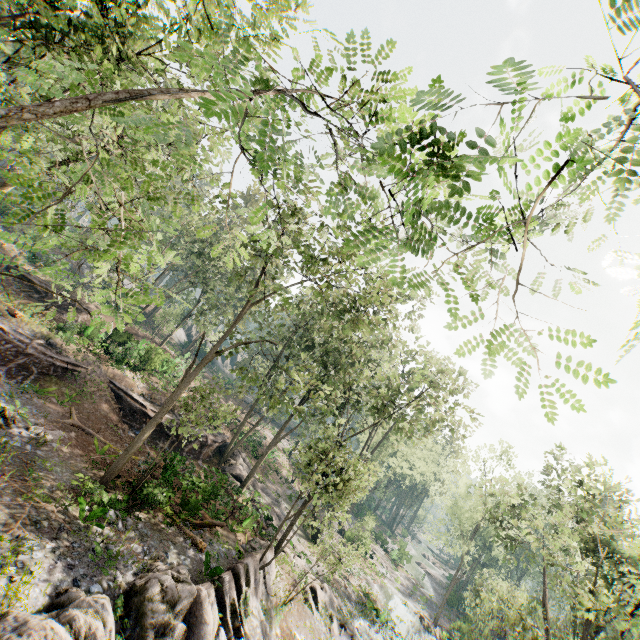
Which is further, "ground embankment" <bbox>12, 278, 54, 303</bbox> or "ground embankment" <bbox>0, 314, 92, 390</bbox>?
"ground embankment" <bbox>12, 278, 54, 303</bbox>

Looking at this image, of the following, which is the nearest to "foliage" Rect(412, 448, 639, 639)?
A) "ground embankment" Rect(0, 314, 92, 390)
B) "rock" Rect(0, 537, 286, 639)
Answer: "rock" Rect(0, 537, 286, 639)

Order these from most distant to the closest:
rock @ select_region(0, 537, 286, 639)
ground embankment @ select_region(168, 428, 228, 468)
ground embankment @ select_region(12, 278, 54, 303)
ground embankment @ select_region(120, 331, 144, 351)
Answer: ground embankment @ select_region(12, 278, 54, 303) → ground embankment @ select_region(120, 331, 144, 351) → ground embankment @ select_region(168, 428, 228, 468) → rock @ select_region(0, 537, 286, 639)

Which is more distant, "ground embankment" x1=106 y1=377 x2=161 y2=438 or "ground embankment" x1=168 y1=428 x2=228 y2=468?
"ground embankment" x1=168 y1=428 x2=228 y2=468

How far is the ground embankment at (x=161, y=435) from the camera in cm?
2338

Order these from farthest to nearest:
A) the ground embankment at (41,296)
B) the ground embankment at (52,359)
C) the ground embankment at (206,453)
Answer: the ground embankment at (41,296), the ground embankment at (206,453), the ground embankment at (52,359)

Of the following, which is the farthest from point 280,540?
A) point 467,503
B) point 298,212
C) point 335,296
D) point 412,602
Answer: point 412,602

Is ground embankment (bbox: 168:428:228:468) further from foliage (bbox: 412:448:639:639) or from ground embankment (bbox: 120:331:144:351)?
ground embankment (bbox: 120:331:144:351)
